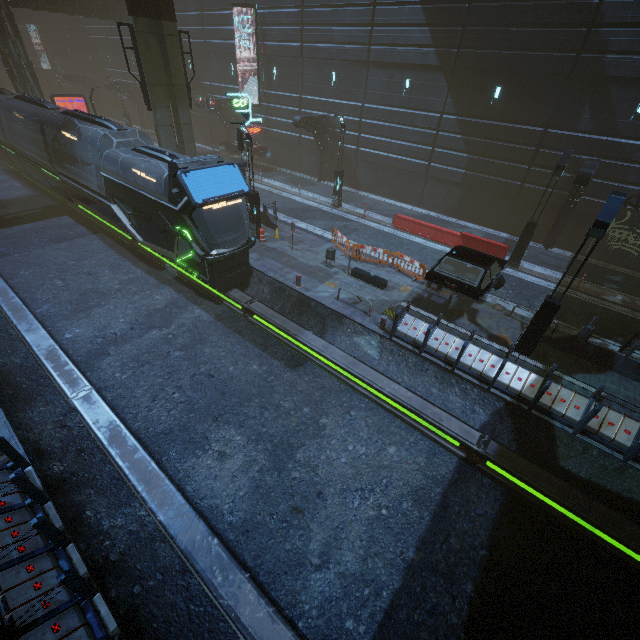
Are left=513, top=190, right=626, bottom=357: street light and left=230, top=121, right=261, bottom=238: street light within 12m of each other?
no

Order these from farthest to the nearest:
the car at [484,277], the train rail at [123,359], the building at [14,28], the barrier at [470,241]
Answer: the building at [14,28], the barrier at [470,241], the car at [484,277], the train rail at [123,359]

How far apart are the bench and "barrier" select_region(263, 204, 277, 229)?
6.2 meters

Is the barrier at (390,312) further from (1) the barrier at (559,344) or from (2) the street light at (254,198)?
(2) the street light at (254,198)

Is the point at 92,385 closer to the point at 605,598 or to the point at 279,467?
Result: the point at 279,467

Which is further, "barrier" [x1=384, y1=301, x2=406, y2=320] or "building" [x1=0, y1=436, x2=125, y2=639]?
"barrier" [x1=384, y1=301, x2=406, y2=320]

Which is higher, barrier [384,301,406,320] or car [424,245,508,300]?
car [424,245,508,300]

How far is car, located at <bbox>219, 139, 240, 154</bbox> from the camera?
30.05m
